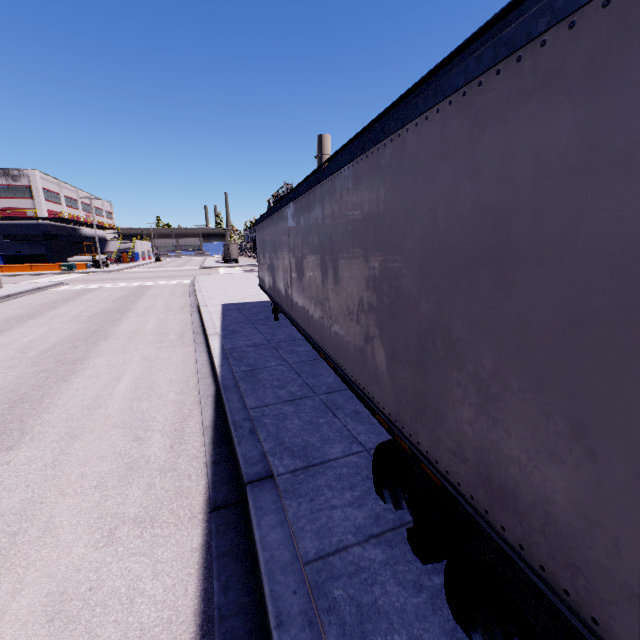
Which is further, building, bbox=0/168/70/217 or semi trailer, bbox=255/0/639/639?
→ building, bbox=0/168/70/217

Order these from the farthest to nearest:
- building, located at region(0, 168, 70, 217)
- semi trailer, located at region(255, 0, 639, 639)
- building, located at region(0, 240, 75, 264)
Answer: building, located at region(0, 240, 75, 264) < building, located at region(0, 168, 70, 217) < semi trailer, located at region(255, 0, 639, 639)

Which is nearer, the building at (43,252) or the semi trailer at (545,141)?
the semi trailer at (545,141)

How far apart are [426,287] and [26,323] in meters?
17.2

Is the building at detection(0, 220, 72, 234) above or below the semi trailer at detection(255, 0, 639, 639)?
above

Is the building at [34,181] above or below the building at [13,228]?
above
